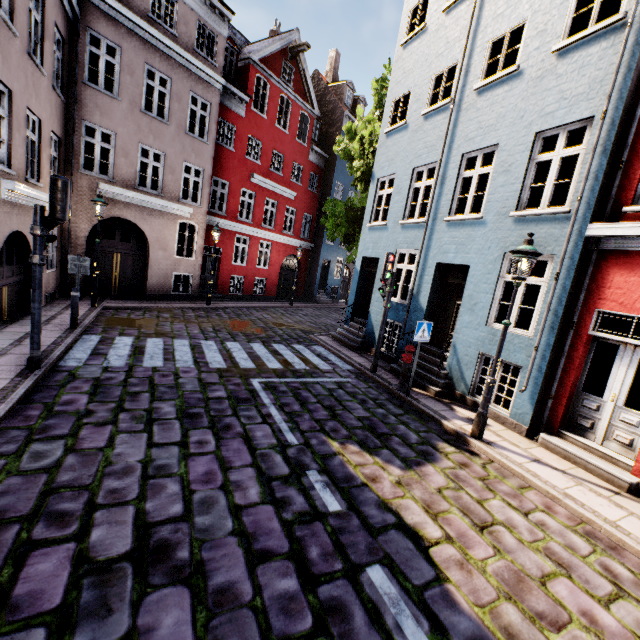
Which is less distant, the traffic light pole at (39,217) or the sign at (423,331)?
the traffic light pole at (39,217)

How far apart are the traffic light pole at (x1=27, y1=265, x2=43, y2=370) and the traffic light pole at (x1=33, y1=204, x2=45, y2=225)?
0.7 meters

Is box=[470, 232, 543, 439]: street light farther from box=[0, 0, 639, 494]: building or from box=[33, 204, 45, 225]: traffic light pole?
box=[33, 204, 45, 225]: traffic light pole

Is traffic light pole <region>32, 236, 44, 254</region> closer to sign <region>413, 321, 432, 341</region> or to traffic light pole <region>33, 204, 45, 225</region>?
traffic light pole <region>33, 204, 45, 225</region>

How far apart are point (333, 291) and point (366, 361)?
17.4 meters

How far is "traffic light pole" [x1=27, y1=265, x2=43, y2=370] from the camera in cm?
567

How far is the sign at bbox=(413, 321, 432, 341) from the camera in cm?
757

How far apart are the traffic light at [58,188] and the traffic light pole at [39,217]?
0.0 meters
